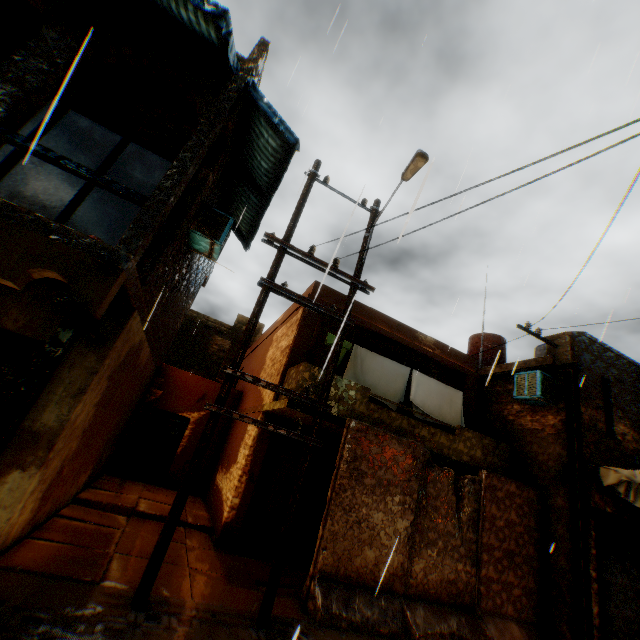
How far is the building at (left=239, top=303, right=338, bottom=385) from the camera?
9.04m

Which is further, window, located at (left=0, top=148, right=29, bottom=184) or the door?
the door

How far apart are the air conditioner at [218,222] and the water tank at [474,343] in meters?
11.8 m

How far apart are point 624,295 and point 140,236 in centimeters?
963cm

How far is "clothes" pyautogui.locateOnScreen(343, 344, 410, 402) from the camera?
9.08m

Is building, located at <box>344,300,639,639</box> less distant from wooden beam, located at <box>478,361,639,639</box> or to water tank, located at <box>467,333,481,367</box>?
wooden beam, located at <box>478,361,639,639</box>

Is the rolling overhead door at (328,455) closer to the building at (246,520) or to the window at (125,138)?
the building at (246,520)

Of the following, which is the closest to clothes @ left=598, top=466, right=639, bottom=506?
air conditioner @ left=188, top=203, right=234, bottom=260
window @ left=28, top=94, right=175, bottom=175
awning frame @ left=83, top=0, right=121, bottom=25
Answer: air conditioner @ left=188, top=203, right=234, bottom=260
